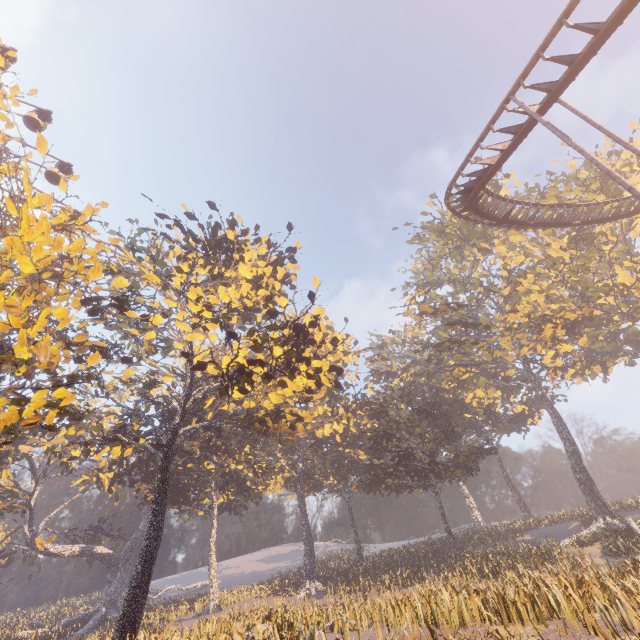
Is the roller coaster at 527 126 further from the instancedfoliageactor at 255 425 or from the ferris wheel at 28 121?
the ferris wheel at 28 121

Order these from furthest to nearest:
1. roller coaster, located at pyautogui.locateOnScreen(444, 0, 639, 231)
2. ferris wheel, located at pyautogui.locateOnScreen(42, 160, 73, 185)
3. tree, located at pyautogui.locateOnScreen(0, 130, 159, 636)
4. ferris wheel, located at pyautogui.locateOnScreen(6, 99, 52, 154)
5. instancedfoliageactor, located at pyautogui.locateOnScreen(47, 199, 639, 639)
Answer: ferris wheel, located at pyautogui.locateOnScreen(42, 160, 73, 185) < ferris wheel, located at pyautogui.locateOnScreen(6, 99, 52, 154) < instancedfoliageactor, located at pyautogui.locateOnScreen(47, 199, 639, 639) < roller coaster, located at pyautogui.locateOnScreen(444, 0, 639, 231) < tree, located at pyautogui.locateOnScreen(0, 130, 159, 636)

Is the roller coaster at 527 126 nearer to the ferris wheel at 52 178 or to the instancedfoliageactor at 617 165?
the instancedfoliageactor at 617 165

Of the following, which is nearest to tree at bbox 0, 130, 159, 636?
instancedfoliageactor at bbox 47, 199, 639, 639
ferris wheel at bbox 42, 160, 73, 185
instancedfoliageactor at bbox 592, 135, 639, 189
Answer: instancedfoliageactor at bbox 47, 199, 639, 639

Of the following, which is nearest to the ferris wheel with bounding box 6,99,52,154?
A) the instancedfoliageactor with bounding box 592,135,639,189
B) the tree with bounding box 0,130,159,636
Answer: the tree with bounding box 0,130,159,636

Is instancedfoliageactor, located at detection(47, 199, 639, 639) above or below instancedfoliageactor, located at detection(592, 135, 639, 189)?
below

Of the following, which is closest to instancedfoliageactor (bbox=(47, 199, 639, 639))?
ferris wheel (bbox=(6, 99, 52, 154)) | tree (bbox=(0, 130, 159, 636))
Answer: tree (bbox=(0, 130, 159, 636))

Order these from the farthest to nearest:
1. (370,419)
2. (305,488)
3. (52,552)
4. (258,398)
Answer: (305,488)
(370,419)
(52,552)
(258,398)
